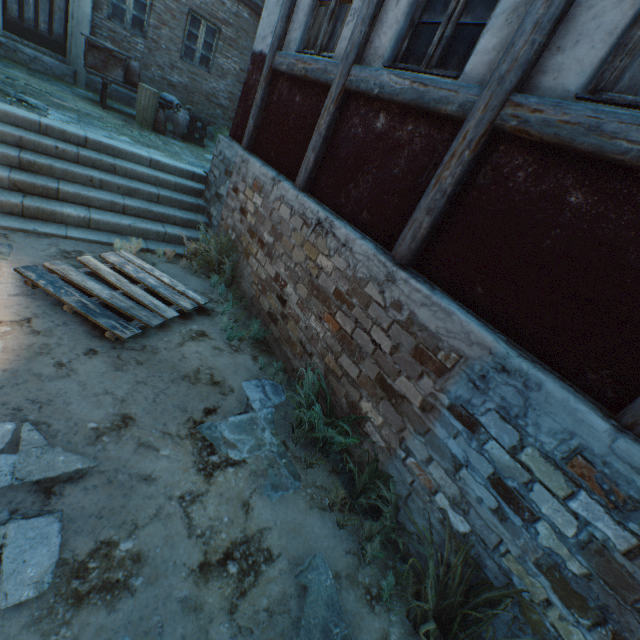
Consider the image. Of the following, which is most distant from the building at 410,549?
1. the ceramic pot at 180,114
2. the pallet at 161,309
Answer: the ceramic pot at 180,114

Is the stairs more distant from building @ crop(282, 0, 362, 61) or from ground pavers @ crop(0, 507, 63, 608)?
ground pavers @ crop(0, 507, 63, 608)

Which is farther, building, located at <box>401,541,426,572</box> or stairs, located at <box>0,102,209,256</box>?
stairs, located at <box>0,102,209,256</box>

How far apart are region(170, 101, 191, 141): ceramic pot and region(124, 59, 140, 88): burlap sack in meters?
0.9 m

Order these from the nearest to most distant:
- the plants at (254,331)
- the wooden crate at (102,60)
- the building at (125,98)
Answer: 1. the plants at (254,331)
2. the wooden crate at (102,60)
3. the building at (125,98)

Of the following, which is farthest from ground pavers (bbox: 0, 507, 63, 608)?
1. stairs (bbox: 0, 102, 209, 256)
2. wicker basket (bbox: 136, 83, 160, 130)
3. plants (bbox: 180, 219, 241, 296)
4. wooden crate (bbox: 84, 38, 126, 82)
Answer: wooden crate (bbox: 84, 38, 126, 82)

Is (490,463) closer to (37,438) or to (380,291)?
(380,291)

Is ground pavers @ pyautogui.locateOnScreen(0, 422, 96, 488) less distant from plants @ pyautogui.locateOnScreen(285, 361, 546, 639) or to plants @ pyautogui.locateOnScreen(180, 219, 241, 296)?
plants @ pyautogui.locateOnScreen(285, 361, 546, 639)
